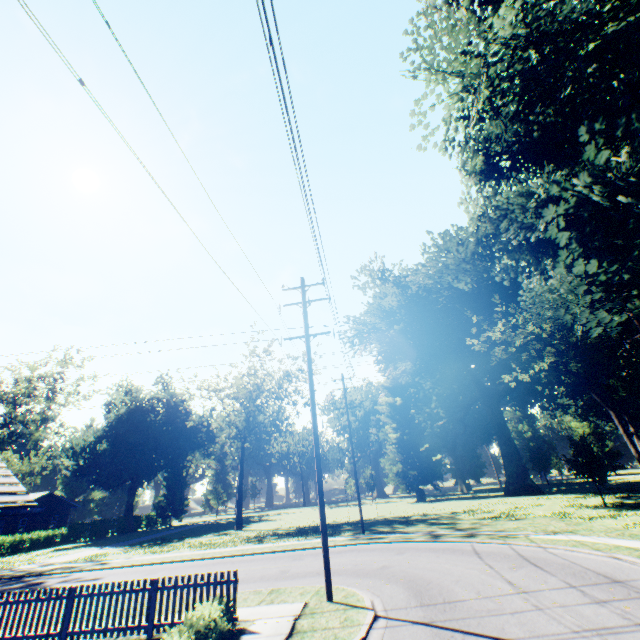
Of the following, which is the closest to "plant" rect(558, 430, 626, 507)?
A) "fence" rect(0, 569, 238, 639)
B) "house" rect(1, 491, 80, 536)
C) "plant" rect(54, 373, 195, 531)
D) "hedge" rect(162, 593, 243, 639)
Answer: "fence" rect(0, 569, 238, 639)

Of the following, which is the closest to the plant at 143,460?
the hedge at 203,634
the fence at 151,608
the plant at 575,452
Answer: the fence at 151,608

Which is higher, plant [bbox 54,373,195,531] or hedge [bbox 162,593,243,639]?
plant [bbox 54,373,195,531]

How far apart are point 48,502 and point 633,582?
64.6 meters

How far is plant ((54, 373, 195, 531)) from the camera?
49.4 meters

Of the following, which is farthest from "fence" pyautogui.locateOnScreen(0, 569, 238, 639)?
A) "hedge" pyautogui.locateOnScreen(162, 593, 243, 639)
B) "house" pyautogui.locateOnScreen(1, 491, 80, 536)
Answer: "house" pyautogui.locateOnScreen(1, 491, 80, 536)

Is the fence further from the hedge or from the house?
the house

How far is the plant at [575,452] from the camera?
24.0 meters
